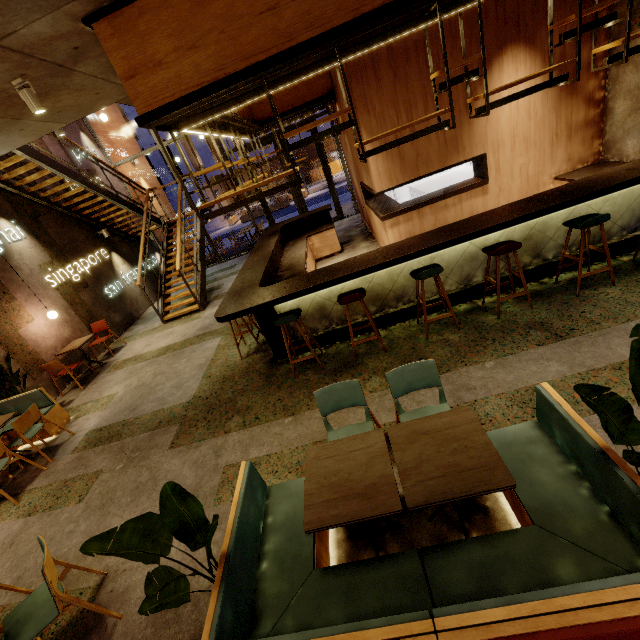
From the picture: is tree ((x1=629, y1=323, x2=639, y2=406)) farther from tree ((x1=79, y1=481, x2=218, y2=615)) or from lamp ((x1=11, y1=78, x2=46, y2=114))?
lamp ((x1=11, y1=78, x2=46, y2=114))

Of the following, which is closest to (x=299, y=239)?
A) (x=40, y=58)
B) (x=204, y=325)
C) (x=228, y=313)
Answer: (x=204, y=325)

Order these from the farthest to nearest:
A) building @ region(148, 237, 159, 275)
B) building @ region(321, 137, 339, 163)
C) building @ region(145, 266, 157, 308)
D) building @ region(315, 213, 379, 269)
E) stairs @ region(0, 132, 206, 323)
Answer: building @ region(321, 137, 339, 163) → building @ region(148, 237, 159, 275) → building @ region(145, 266, 157, 308) → building @ region(315, 213, 379, 269) → stairs @ region(0, 132, 206, 323)

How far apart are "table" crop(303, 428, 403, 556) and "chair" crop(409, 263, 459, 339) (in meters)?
2.07

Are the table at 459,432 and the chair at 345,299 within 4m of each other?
yes

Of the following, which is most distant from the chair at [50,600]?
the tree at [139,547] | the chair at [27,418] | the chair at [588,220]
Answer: the chair at [588,220]

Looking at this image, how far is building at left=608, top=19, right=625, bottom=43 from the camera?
4.76m

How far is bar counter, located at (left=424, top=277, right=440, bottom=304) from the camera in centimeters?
486cm
